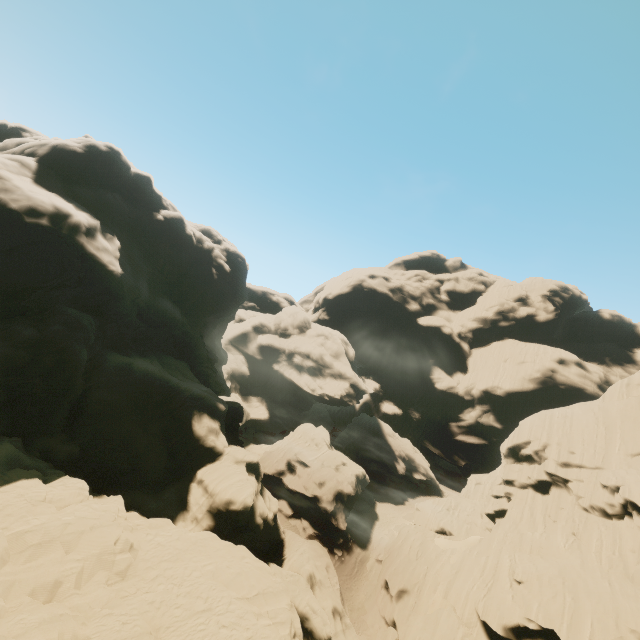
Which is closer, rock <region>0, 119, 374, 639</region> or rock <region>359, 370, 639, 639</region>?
rock <region>0, 119, 374, 639</region>

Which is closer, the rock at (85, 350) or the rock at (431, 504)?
the rock at (85, 350)

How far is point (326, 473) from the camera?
48.1m
